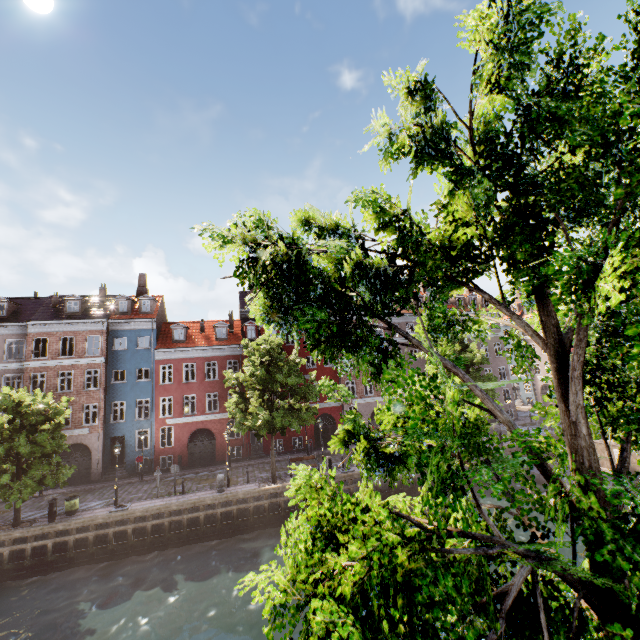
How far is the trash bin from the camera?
19.6m

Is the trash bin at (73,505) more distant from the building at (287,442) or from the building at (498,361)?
the building at (498,361)

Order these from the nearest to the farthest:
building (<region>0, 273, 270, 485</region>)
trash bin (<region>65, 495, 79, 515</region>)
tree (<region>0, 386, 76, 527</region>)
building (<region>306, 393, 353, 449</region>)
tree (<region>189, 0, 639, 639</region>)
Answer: tree (<region>189, 0, 639, 639</region>) < tree (<region>0, 386, 76, 527</region>) < trash bin (<region>65, 495, 79, 515</region>) < building (<region>0, 273, 270, 485</region>) < building (<region>306, 393, 353, 449</region>)

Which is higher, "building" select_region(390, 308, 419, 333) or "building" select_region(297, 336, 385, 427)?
"building" select_region(390, 308, 419, 333)

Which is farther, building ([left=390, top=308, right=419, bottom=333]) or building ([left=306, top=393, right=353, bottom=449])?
building ([left=390, top=308, right=419, bottom=333])

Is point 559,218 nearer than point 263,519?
Yes

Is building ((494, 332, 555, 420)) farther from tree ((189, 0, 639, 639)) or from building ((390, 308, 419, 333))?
building ((390, 308, 419, 333))

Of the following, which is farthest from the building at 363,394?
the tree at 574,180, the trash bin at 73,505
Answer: the trash bin at 73,505
